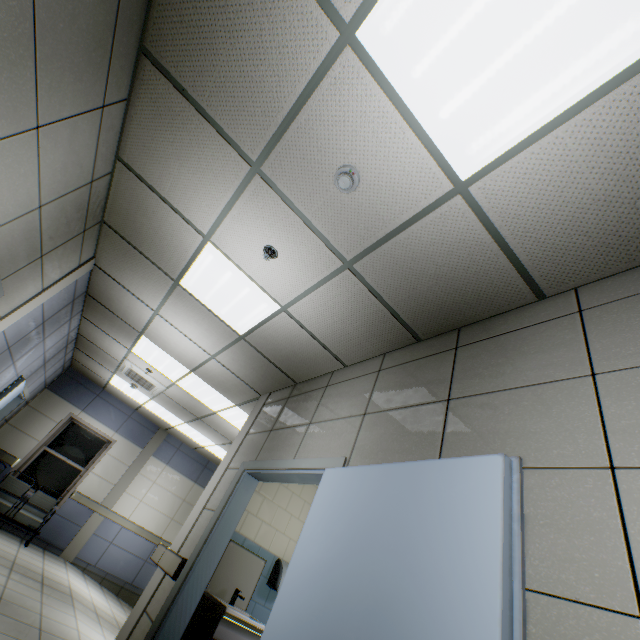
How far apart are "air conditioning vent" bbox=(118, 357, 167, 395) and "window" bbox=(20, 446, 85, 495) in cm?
307

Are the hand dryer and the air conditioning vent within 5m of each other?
yes

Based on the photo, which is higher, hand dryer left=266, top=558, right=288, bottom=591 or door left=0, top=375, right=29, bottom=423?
door left=0, top=375, right=29, bottom=423

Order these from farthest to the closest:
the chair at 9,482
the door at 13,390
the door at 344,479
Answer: the chair at 9,482, the door at 13,390, the door at 344,479

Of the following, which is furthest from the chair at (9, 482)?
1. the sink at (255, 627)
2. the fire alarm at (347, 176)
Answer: the fire alarm at (347, 176)

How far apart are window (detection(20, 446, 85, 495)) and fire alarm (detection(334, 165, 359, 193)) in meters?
9.7 m

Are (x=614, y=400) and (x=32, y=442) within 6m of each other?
no

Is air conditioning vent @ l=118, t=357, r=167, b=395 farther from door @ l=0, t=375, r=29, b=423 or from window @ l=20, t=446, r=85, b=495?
window @ l=20, t=446, r=85, b=495
